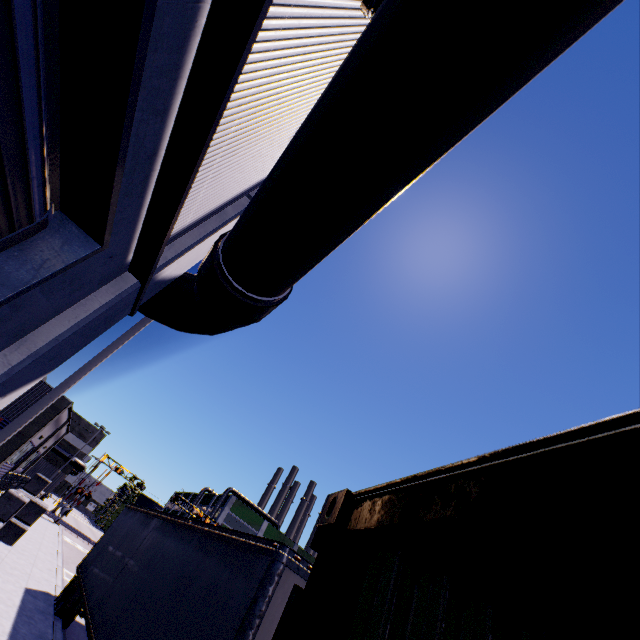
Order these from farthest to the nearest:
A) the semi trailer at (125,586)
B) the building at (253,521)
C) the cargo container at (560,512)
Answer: the building at (253,521) → the semi trailer at (125,586) → the cargo container at (560,512)

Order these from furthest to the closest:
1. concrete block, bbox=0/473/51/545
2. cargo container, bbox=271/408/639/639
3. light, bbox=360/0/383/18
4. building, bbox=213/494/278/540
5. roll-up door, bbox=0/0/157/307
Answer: building, bbox=213/494/278/540 → concrete block, bbox=0/473/51/545 → light, bbox=360/0/383/18 → roll-up door, bbox=0/0/157/307 → cargo container, bbox=271/408/639/639

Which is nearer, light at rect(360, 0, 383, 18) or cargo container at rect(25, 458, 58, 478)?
light at rect(360, 0, 383, 18)

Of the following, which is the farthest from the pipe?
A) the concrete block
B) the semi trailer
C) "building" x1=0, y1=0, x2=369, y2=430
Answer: the concrete block

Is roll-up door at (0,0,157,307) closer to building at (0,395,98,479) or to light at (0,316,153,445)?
building at (0,395,98,479)

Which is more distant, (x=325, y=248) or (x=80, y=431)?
(x=80, y=431)

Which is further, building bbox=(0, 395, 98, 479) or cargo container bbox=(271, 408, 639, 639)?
building bbox=(0, 395, 98, 479)

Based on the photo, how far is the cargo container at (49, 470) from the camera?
41.1 meters
